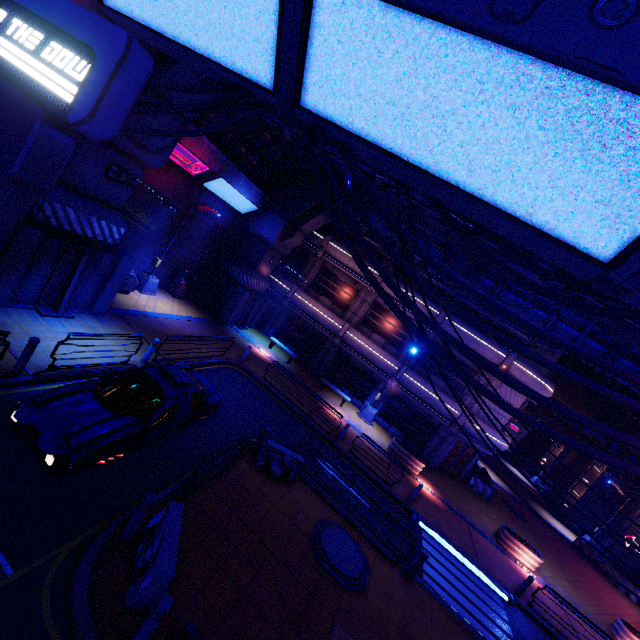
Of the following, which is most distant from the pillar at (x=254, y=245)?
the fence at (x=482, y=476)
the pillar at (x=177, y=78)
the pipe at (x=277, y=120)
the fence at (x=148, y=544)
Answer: the fence at (x=482, y=476)

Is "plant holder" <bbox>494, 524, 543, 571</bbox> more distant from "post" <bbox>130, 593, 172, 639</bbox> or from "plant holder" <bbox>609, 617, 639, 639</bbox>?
"post" <bbox>130, 593, 172, 639</bbox>

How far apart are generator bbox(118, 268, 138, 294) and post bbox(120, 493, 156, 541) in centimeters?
1193cm

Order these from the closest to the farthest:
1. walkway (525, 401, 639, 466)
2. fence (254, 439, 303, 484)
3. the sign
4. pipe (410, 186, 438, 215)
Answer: the sign, pipe (410, 186, 438, 215), fence (254, 439, 303, 484), walkway (525, 401, 639, 466)

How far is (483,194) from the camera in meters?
4.0 m

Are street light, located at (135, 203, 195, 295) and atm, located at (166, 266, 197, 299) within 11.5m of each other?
yes

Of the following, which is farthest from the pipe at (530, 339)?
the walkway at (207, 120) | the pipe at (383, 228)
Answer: the pipe at (383, 228)

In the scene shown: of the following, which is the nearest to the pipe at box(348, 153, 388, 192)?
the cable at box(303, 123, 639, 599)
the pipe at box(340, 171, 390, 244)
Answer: the cable at box(303, 123, 639, 599)
